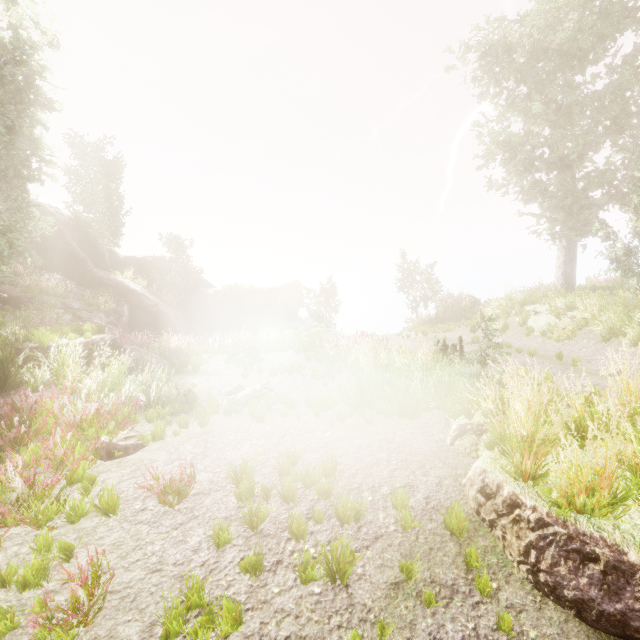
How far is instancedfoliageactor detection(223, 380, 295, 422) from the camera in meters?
7.2

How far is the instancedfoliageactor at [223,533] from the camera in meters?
3.6

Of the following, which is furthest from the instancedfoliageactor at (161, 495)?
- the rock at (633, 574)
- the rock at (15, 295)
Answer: the rock at (633, 574)

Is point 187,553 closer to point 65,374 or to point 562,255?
point 65,374

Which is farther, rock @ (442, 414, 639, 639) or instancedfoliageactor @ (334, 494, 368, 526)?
instancedfoliageactor @ (334, 494, 368, 526)

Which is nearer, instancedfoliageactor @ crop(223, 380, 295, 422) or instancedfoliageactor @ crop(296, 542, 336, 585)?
instancedfoliageactor @ crop(296, 542, 336, 585)
